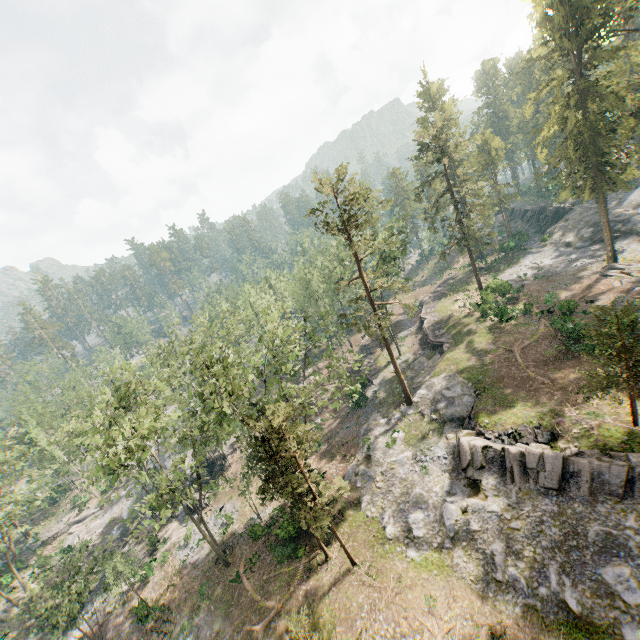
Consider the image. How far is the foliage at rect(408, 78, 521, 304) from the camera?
37.3m

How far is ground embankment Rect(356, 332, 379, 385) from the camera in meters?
44.2 m

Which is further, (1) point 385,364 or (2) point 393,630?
(1) point 385,364

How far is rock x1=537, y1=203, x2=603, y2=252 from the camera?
45.97m

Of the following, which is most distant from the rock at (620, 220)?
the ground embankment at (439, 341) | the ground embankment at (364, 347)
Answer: the ground embankment at (364, 347)

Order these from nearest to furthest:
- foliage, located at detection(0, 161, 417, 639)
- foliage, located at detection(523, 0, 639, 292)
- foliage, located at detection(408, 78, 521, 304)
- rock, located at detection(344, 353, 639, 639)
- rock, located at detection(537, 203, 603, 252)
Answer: rock, located at detection(344, 353, 639, 639), foliage, located at detection(0, 161, 417, 639), foliage, located at detection(523, 0, 639, 292), foliage, located at detection(408, 78, 521, 304), rock, located at detection(537, 203, 603, 252)

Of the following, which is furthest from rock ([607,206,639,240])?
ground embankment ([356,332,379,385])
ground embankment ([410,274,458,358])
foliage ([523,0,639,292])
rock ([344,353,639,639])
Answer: rock ([344,353,639,639])

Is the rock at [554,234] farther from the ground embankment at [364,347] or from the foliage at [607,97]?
Answer: the ground embankment at [364,347]
